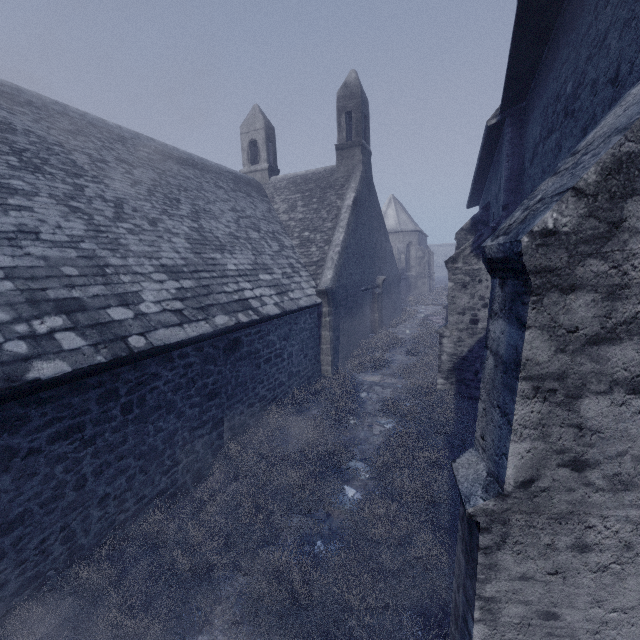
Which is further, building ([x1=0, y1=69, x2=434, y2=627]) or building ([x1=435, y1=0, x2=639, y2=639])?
building ([x1=0, y1=69, x2=434, y2=627])

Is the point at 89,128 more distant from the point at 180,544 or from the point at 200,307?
the point at 180,544

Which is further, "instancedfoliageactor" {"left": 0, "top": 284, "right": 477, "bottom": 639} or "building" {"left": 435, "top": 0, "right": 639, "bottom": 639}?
"instancedfoliageactor" {"left": 0, "top": 284, "right": 477, "bottom": 639}

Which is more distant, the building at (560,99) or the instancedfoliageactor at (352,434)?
the instancedfoliageactor at (352,434)

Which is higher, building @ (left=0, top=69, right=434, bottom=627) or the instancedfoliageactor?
building @ (left=0, top=69, right=434, bottom=627)

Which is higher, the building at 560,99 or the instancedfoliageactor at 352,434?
the building at 560,99
